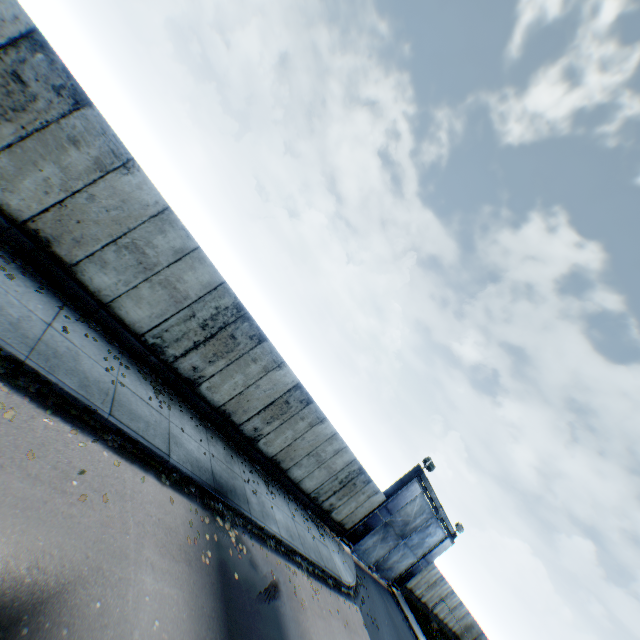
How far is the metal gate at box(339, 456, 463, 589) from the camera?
18.59m

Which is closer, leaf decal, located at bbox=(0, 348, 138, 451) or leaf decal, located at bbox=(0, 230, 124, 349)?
leaf decal, located at bbox=(0, 348, 138, 451)

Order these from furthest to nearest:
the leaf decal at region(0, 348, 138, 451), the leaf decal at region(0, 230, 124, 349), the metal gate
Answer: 1. the metal gate
2. the leaf decal at region(0, 230, 124, 349)
3. the leaf decal at region(0, 348, 138, 451)

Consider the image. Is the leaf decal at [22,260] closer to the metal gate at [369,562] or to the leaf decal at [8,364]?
the leaf decal at [8,364]

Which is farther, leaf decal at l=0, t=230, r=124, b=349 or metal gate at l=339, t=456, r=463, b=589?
metal gate at l=339, t=456, r=463, b=589

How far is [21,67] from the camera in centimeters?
619cm

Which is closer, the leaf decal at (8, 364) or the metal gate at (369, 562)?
the leaf decal at (8, 364)

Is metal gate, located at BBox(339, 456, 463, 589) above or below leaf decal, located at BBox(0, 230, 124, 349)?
above
